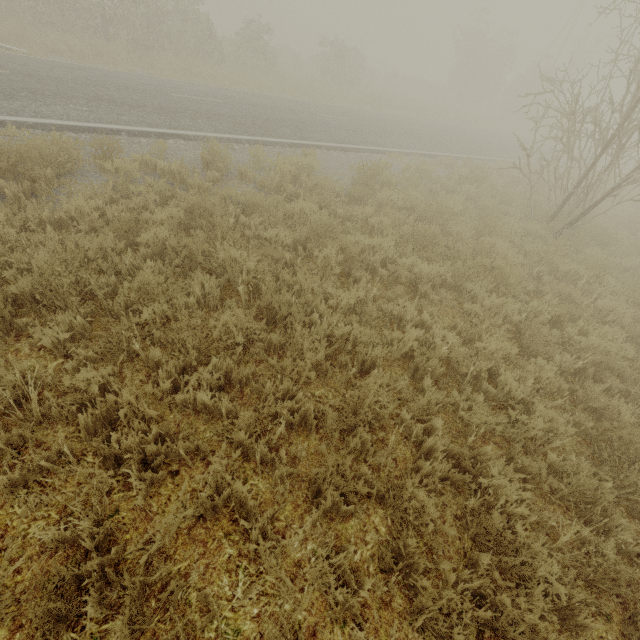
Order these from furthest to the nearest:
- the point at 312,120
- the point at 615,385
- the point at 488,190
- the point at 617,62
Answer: the point at 312,120, the point at 488,190, the point at 617,62, the point at 615,385
